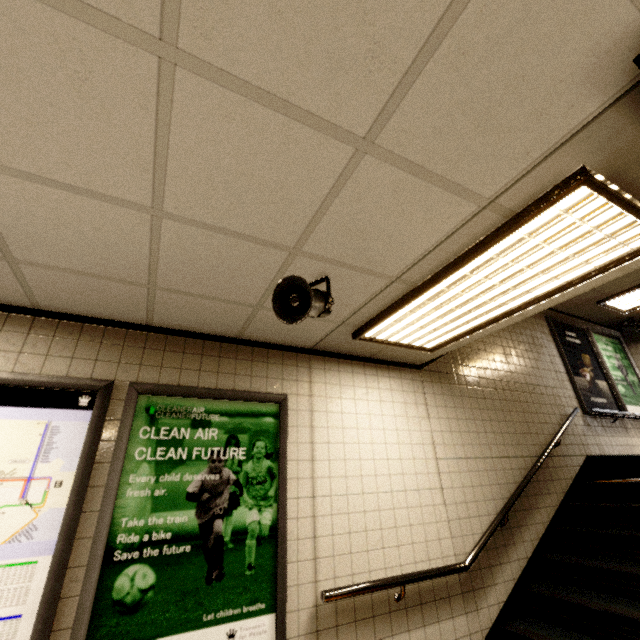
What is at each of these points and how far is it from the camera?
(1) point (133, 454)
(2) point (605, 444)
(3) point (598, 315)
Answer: (1) sign, 2.28m
(2) building, 5.10m
(3) building, 6.62m

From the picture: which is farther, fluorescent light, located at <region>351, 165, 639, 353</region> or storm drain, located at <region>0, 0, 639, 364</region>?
fluorescent light, located at <region>351, 165, 639, 353</region>

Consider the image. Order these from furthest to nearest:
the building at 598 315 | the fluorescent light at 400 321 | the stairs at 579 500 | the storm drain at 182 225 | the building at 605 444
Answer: the building at 598 315, the building at 605 444, the stairs at 579 500, the fluorescent light at 400 321, the storm drain at 182 225

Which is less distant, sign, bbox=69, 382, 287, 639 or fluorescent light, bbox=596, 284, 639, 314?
sign, bbox=69, 382, 287, 639

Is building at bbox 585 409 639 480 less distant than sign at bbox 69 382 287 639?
No

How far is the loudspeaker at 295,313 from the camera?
1.9 meters

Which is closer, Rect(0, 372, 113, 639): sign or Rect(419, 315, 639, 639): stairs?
Rect(0, 372, 113, 639): sign

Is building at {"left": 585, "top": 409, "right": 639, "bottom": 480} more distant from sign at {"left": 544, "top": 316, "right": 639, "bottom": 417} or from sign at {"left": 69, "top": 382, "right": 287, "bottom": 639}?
sign at {"left": 69, "top": 382, "right": 287, "bottom": 639}
